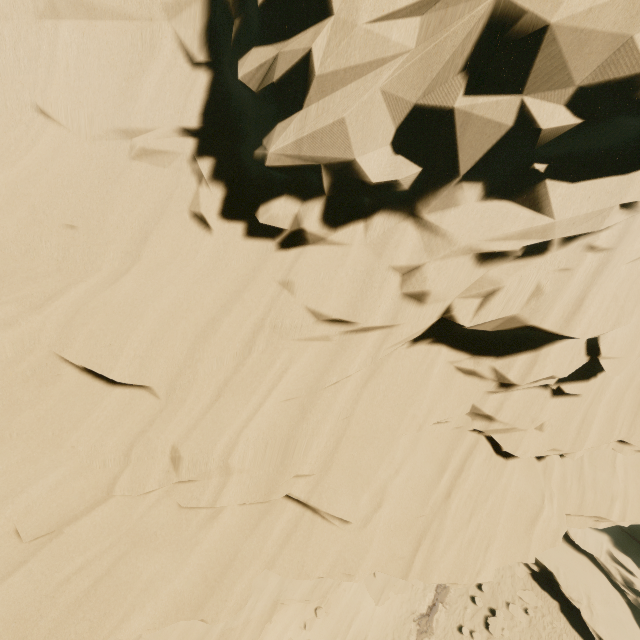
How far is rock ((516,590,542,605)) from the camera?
19.33m

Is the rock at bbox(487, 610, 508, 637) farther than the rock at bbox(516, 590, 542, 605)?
No

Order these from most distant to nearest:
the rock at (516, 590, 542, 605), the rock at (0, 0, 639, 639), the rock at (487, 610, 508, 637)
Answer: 1. the rock at (516, 590, 542, 605)
2. the rock at (487, 610, 508, 637)
3. the rock at (0, 0, 639, 639)

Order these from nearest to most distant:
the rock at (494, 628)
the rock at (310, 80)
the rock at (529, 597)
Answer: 1. the rock at (310, 80)
2. the rock at (494, 628)
3. the rock at (529, 597)

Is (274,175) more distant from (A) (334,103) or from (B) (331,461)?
(B) (331,461)

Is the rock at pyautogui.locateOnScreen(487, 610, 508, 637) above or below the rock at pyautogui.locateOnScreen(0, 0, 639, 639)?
below

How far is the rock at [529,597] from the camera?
19.3 meters
